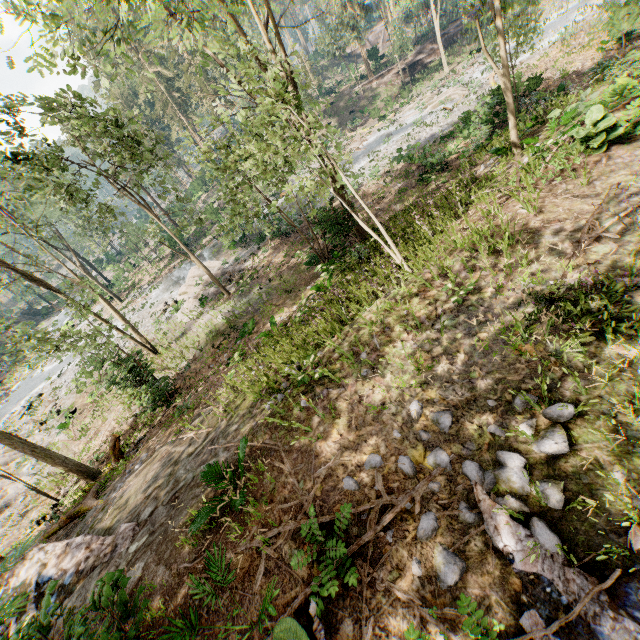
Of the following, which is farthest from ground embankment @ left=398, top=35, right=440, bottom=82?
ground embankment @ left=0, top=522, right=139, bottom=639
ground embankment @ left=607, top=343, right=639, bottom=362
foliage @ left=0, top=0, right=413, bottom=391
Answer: ground embankment @ left=0, top=522, right=139, bottom=639

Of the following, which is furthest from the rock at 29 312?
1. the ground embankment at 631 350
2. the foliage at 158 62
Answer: the ground embankment at 631 350

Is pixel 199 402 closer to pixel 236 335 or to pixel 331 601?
pixel 236 335

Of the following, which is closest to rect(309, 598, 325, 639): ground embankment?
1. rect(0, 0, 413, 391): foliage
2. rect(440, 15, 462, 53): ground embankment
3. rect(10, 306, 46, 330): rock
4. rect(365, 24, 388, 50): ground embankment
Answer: rect(0, 0, 413, 391): foliage

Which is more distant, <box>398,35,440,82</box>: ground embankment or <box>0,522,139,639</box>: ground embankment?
<box>398,35,440,82</box>: ground embankment

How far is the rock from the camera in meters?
50.0

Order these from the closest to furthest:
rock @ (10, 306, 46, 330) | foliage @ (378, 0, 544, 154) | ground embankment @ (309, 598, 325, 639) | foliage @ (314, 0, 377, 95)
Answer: ground embankment @ (309, 598, 325, 639) < foliage @ (378, 0, 544, 154) < foliage @ (314, 0, 377, 95) < rock @ (10, 306, 46, 330)

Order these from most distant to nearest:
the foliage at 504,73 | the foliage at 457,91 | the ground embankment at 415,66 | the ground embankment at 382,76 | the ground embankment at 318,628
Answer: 1. the ground embankment at 382,76
2. the ground embankment at 415,66
3. the foliage at 457,91
4. the foliage at 504,73
5. the ground embankment at 318,628
